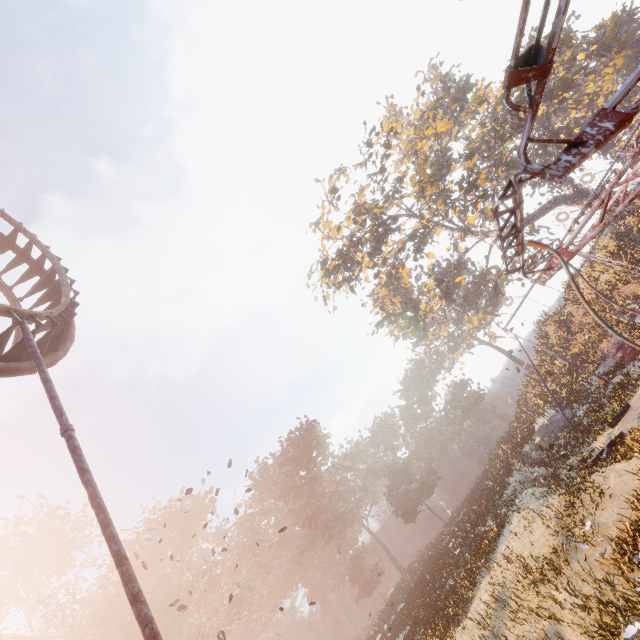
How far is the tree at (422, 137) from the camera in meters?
28.1

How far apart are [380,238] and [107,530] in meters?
30.3

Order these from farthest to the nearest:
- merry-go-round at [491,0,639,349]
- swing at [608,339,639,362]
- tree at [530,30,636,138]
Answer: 1. tree at [530,30,636,138]
2. swing at [608,339,639,362]
3. merry-go-round at [491,0,639,349]

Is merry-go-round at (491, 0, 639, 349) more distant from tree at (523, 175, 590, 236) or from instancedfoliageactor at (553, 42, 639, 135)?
instancedfoliageactor at (553, 42, 639, 135)

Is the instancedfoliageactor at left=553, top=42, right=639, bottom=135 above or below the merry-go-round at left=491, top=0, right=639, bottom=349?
above

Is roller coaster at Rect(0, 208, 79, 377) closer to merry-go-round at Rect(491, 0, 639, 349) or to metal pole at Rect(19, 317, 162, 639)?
metal pole at Rect(19, 317, 162, 639)

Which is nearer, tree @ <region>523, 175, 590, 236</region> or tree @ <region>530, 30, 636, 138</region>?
tree @ <region>530, 30, 636, 138</region>

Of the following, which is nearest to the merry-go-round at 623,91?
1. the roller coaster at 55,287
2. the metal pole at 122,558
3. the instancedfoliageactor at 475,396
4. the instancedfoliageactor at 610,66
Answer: the metal pole at 122,558
